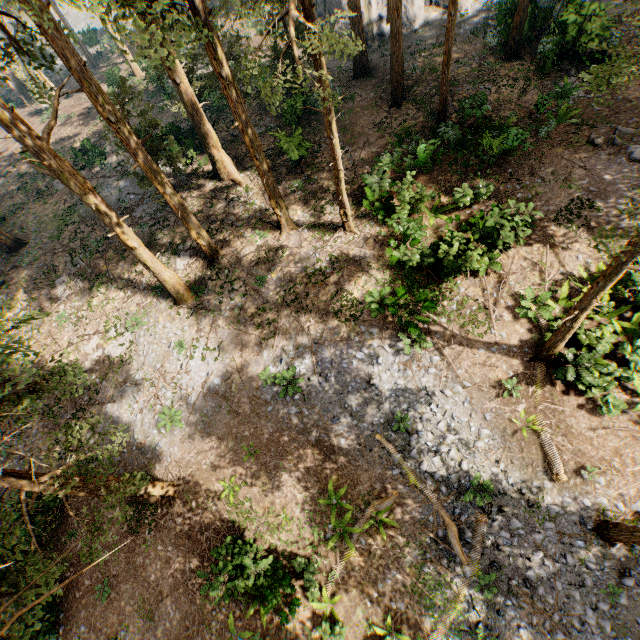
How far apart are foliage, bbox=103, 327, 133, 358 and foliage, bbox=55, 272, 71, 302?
5.3 meters

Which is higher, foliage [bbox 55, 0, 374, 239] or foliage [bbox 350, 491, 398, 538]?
foliage [bbox 55, 0, 374, 239]

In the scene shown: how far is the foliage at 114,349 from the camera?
18.8 meters

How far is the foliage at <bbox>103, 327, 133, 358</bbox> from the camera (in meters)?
18.84

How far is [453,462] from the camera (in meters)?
13.53

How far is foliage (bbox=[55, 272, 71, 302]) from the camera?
21.28m

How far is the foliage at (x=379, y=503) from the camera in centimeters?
1291cm

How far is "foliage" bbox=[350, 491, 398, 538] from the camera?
12.9 meters
